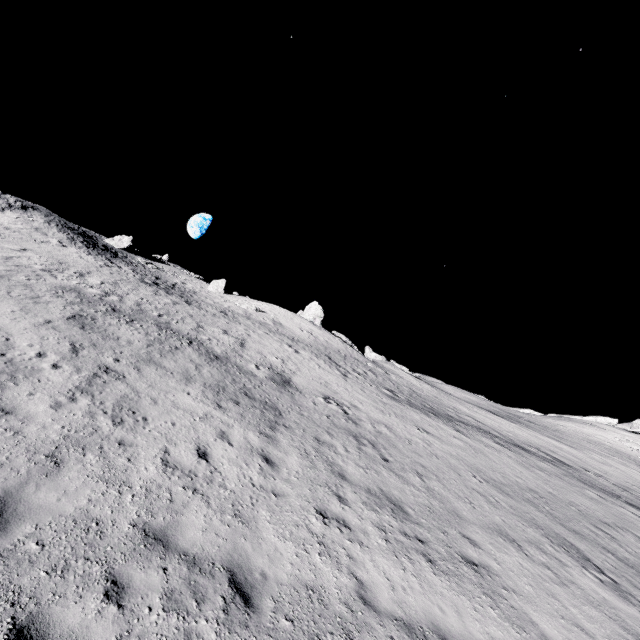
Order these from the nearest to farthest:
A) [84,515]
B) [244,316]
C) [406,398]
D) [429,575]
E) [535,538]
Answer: [84,515], [429,575], [535,538], [406,398], [244,316]

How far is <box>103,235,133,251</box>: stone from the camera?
46.2 meters

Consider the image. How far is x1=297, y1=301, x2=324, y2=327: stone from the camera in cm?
4444

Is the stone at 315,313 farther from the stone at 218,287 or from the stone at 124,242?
the stone at 124,242

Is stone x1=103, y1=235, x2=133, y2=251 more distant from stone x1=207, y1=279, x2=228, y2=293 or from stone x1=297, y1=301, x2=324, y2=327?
stone x1=297, y1=301, x2=324, y2=327

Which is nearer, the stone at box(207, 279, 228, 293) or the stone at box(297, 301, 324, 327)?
the stone at box(297, 301, 324, 327)

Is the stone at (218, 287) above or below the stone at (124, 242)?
below
